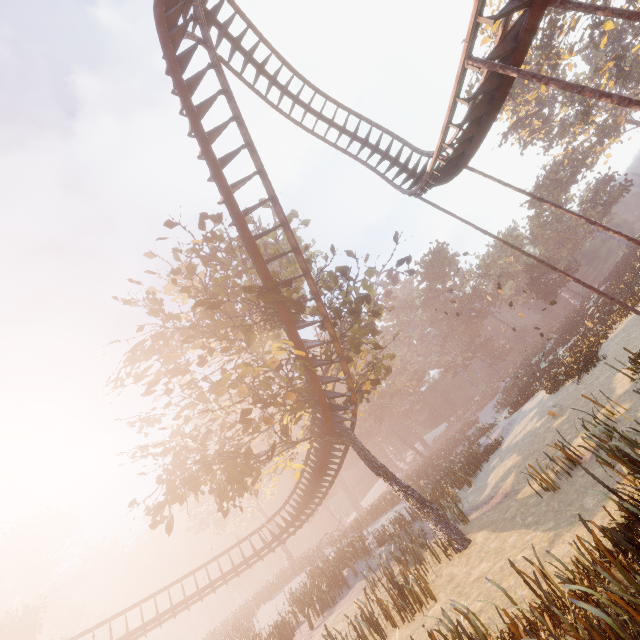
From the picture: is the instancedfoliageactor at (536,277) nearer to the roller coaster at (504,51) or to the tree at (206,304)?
the tree at (206,304)

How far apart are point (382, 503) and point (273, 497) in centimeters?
2330cm

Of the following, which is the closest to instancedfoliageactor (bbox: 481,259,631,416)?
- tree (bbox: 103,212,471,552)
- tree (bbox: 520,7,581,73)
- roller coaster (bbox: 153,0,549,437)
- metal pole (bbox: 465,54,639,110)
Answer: tree (bbox: 103,212,471,552)

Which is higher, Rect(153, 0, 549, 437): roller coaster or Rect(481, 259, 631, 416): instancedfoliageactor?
Rect(153, 0, 549, 437): roller coaster

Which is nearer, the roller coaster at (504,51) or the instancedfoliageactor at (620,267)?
the roller coaster at (504,51)

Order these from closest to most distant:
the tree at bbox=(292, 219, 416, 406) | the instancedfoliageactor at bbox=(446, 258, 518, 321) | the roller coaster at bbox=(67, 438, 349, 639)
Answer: the tree at bbox=(292, 219, 416, 406)
the roller coaster at bbox=(67, 438, 349, 639)
the instancedfoliageactor at bbox=(446, 258, 518, 321)

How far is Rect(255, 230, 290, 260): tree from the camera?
16.92m

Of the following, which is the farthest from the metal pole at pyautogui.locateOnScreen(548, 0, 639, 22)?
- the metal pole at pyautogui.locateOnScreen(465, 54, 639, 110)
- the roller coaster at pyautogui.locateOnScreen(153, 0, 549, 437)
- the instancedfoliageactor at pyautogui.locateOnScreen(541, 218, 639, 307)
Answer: the instancedfoliageactor at pyautogui.locateOnScreen(541, 218, 639, 307)
